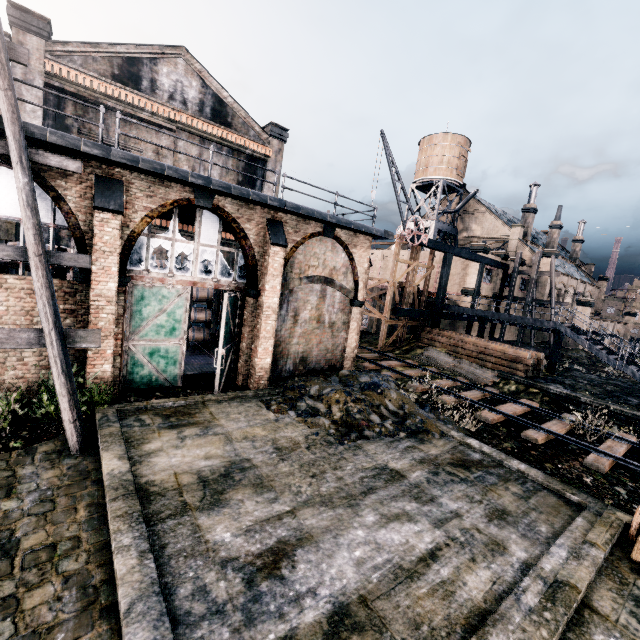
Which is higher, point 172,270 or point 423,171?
point 423,171

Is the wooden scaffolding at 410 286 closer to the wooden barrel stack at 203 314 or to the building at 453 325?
the building at 453 325

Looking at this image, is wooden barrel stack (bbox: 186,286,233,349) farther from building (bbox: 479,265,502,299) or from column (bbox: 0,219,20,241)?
building (bbox: 479,265,502,299)

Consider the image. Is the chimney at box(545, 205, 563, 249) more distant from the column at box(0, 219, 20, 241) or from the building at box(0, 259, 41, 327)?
the column at box(0, 219, 20, 241)

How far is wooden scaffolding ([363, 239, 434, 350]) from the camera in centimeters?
2662cm

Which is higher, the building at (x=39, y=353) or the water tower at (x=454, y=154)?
the water tower at (x=454, y=154)

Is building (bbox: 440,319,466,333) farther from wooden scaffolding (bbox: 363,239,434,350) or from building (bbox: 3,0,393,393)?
A: building (bbox: 3,0,393,393)

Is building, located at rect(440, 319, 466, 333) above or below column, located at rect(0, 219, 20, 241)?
below
